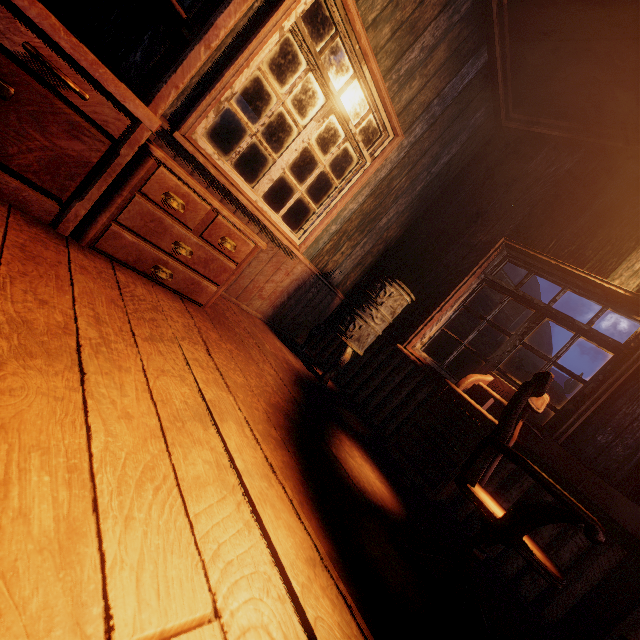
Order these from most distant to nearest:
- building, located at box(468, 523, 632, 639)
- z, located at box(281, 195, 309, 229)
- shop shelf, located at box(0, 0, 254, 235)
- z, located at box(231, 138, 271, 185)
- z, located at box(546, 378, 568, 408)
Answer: z, located at box(546, 378, 568, 408)
z, located at box(231, 138, 271, 185)
z, located at box(281, 195, 309, 229)
building, located at box(468, 523, 632, 639)
shop shelf, located at box(0, 0, 254, 235)

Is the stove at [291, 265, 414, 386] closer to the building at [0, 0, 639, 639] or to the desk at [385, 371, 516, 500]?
the building at [0, 0, 639, 639]

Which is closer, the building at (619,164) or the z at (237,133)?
the building at (619,164)

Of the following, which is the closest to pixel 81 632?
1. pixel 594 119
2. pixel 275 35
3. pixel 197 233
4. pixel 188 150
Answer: pixel 197 233

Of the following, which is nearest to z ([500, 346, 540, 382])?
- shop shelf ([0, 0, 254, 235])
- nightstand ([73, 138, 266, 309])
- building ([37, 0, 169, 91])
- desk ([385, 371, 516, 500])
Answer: building ([37, 0, 169, 91])

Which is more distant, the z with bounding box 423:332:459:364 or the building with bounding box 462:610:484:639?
the z with bounding box 423:332:459:364

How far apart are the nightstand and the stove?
1.3m

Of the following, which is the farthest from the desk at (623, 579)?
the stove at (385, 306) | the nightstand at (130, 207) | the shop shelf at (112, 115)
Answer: the shop shelf at (112, 115)
